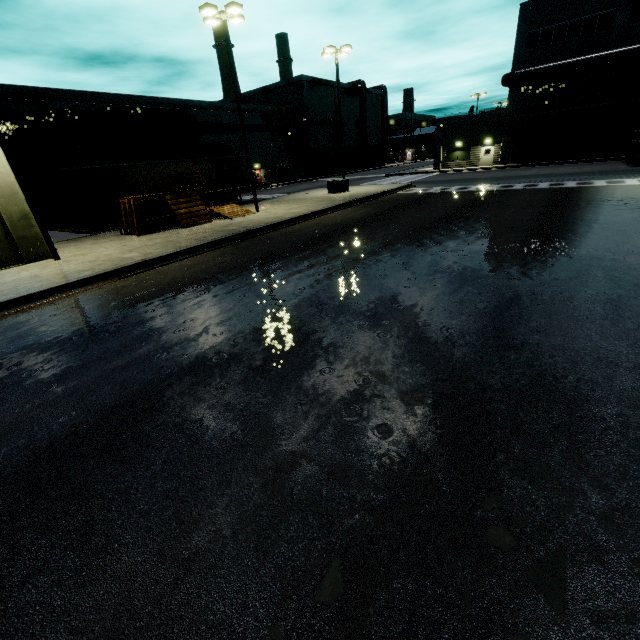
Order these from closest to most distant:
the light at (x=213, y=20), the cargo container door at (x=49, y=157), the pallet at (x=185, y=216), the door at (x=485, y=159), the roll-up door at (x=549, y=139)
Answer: the light at (x=213, y=20)
the pallet at (x=185, y=216)
the cargo container door at (x=49, y=157)
the roll-up door at (x=549, y=139)
the door at (x=485, y=159)

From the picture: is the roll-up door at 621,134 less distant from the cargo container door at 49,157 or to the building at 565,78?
the building at 565,78

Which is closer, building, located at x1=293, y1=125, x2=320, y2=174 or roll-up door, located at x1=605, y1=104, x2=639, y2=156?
roll-up door, located at x1=605, y1=104, x2=639, y2=156

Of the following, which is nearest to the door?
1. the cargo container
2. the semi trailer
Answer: the cargo container

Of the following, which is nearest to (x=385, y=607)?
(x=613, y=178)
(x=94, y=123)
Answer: (x=613, y=178)

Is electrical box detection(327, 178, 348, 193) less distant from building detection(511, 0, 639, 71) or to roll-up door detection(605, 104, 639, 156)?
building detection(511, 0, 639, 71)

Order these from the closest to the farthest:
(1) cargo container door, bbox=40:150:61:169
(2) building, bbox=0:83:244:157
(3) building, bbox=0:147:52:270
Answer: (3) building, bbox=0:147:52:270 < (1) cargo container door, bbox=40:150:61:169 < (2) building, bbox=0:83:244:157
